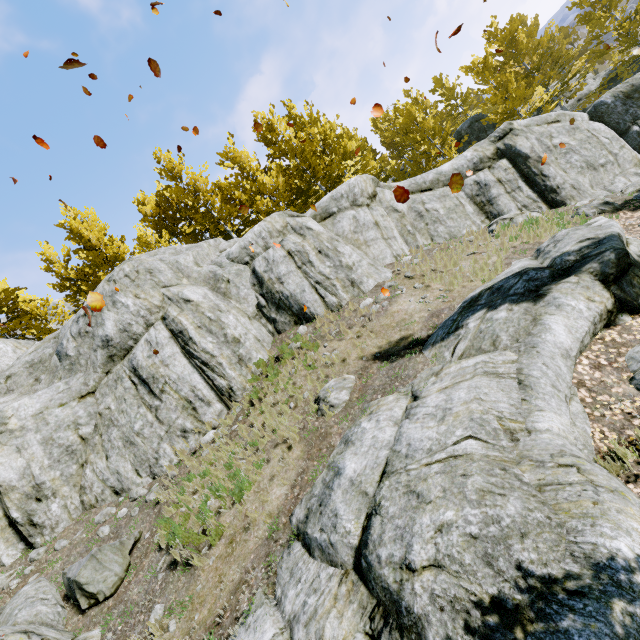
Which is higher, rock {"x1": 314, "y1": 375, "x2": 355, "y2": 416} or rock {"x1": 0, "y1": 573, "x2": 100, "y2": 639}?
rock {"x1": 0, "y1": 573, "x2": 100, "y2": 639}

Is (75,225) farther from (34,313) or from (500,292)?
(500,292)

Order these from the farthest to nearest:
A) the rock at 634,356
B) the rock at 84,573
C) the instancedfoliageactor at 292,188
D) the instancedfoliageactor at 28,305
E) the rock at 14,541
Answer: the instancedfoliageactor at 292,188 → the instancedfoliageactor at 28,305 → the rock at 14,541 → the rock at 84,573 → the rock at 634,356

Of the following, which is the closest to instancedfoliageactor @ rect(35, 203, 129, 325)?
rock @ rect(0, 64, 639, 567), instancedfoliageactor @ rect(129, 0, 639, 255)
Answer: rock @ rect(0, 64, 639, 567)

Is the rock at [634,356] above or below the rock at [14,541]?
below
